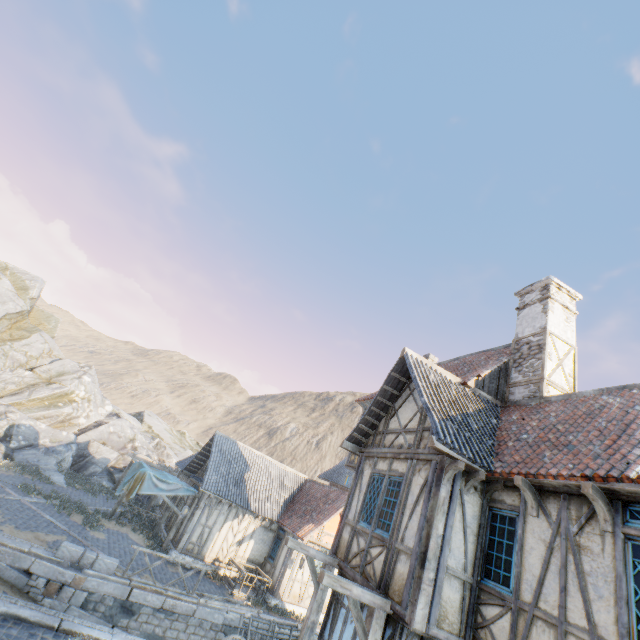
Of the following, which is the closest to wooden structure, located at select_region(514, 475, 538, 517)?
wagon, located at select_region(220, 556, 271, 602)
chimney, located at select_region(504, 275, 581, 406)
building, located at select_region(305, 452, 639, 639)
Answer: building, located at select_region(305, 452, 639, 639)

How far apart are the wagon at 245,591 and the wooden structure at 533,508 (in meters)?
15.24

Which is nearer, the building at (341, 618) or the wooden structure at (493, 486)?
the wooden structure at (493, 486)

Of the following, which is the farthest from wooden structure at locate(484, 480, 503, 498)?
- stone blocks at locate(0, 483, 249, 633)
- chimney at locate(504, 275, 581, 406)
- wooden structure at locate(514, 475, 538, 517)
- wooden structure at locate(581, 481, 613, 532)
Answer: stone blocks at locate(0, 483, 249, 633)

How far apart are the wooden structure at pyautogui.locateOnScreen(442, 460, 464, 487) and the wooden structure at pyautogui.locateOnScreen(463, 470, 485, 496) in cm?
36

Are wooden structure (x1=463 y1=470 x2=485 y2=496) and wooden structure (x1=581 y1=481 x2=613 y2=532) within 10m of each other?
yes

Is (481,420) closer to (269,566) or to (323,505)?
(323,505)

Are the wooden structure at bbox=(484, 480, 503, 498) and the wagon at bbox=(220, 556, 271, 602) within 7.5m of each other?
no
